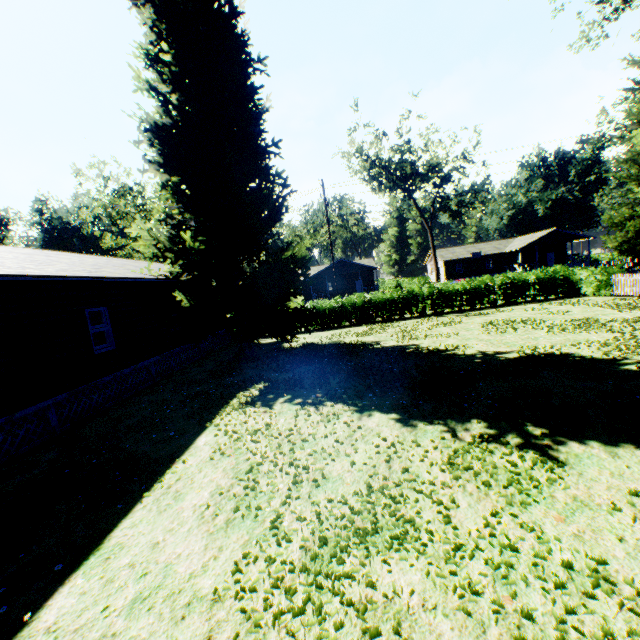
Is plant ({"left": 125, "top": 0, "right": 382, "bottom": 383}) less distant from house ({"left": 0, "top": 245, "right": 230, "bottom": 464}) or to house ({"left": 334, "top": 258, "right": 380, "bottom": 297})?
house ({"left": 0, "top": 245, "right": 230, "bottom": 464})

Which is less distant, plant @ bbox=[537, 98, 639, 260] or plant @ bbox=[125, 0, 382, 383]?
plant @ bbox=[125, 0, 382, 383]

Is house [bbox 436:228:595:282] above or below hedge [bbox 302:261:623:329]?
above

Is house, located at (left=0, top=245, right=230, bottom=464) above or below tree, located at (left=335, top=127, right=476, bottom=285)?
below

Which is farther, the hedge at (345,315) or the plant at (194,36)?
the hedge at (345,315)

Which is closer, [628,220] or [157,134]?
[157,134]

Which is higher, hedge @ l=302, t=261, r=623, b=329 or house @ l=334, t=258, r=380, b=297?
house @ l=334, t=258, r=380, b=297

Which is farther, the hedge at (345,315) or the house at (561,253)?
the house at (561,253)
